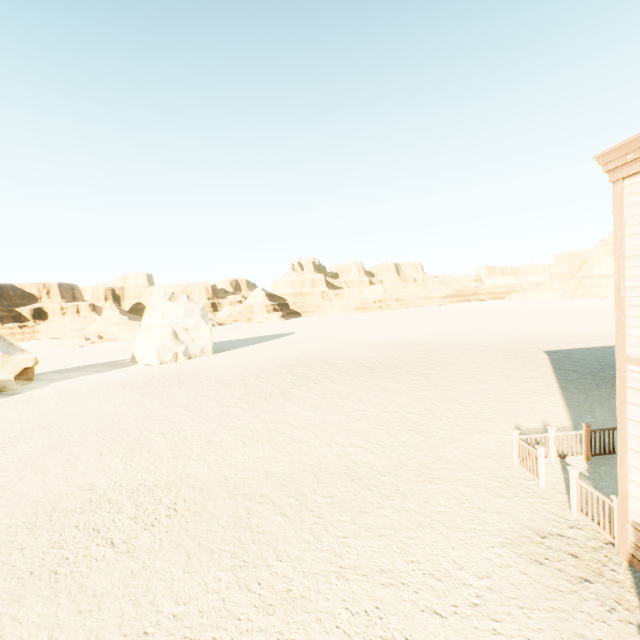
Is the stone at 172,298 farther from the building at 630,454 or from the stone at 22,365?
the building at 630,454

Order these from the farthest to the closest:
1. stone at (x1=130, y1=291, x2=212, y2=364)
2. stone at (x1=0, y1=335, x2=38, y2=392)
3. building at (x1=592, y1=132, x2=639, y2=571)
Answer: stone at (x1=130, y1=291, x2=212, y2=364)
stone at (x1=0, y1=335, x2=38, y2=392)
building at (x1=592, y1=132, x2=639, y2=571)

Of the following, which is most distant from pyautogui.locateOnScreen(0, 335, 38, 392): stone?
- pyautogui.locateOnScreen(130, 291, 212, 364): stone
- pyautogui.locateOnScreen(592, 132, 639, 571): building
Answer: pyautogui.locateOnScreen(592, 132, 639, 571): building

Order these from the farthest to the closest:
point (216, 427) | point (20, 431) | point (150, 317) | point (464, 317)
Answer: point (464, 317)
point (150, 317)
point (20, 431)
point (216, 427)

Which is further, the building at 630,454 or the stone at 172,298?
the stone at 172,298

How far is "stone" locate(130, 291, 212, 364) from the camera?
31.5m
